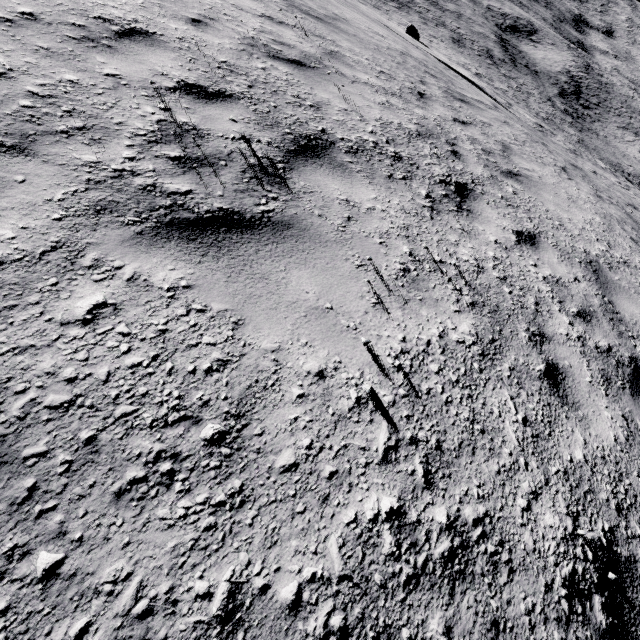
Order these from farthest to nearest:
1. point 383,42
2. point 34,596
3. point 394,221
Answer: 1. point 383,42
2. point 394,221
3. point 34,596
